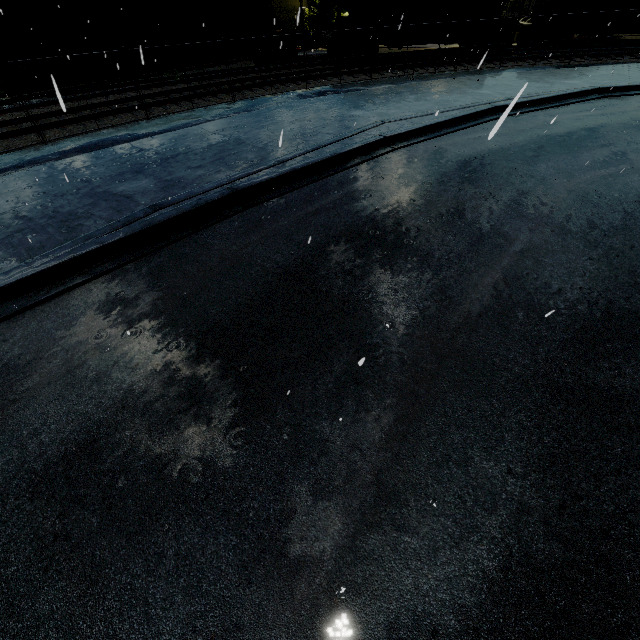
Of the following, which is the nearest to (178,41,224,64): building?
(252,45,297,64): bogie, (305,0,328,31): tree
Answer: (305,0,328,31): tree

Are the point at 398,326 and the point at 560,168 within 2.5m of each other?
no

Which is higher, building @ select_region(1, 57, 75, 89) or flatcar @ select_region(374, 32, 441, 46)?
flatcar @ select_region(374, 32, 441, 46)

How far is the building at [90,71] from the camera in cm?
2051

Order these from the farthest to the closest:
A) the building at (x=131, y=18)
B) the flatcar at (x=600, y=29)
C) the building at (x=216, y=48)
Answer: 1. the building at (x=216, y=48)
2. the flatcar at (x=600, y=29)
3. the building at (x=131, y=18)

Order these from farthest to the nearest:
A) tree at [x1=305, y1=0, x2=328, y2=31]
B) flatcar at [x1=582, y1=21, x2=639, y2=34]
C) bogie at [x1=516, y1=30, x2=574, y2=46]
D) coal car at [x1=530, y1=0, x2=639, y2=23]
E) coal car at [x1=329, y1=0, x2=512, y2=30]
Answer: tree at [x1=305, y1=0, x2=328, y2=31] < bogie at [x1=516, y1=30, x2=574, y2=46] < flatcar at [x1=582, y1=21, x2=639, y2=34] < coal car at [x1=530, y1=0, x2=639, y2=23] < coal car at [x1=329, y1=0, x2=512, y2=30]

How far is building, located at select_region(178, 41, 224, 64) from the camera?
25.5m

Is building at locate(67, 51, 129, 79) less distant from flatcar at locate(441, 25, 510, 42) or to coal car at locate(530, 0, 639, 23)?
coal car at locate(530, 0, 639, 23)
